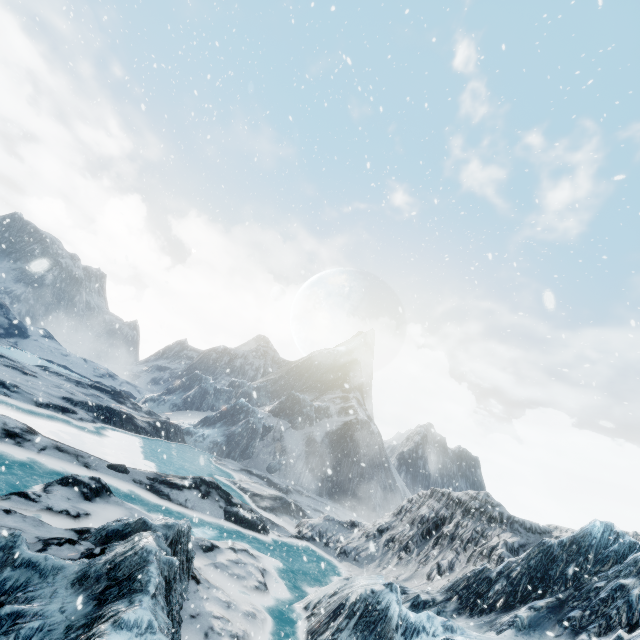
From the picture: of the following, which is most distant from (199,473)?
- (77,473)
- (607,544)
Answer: (607,544)
